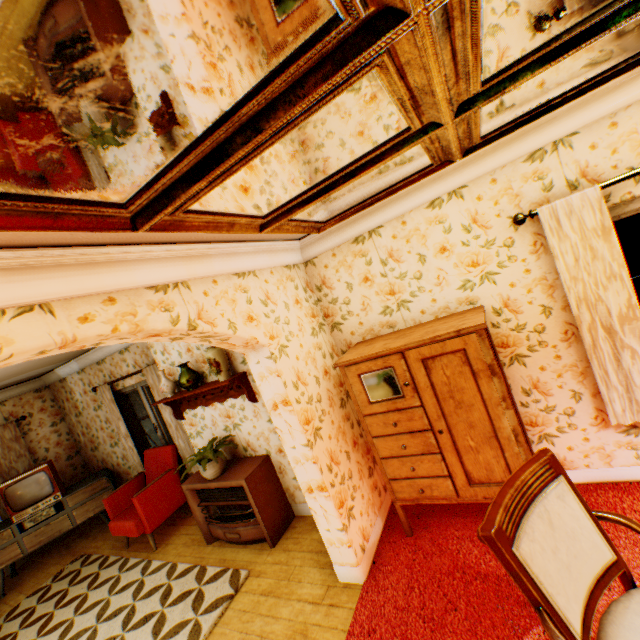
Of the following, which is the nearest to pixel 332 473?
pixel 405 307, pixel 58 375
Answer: pixel 405 307

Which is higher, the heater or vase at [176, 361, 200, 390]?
vase at [176, 361, 200, 390]

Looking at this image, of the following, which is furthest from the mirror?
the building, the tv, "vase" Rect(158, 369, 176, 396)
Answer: the tv

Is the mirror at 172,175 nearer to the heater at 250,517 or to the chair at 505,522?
the chair at 505,522

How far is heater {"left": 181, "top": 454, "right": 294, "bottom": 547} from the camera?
3.8 meters

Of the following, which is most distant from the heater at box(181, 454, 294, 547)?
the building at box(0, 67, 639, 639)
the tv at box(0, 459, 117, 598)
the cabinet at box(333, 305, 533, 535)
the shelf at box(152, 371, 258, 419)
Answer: the tv at box(0, 459, 117, 598)

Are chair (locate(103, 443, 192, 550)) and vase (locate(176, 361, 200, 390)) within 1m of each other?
no

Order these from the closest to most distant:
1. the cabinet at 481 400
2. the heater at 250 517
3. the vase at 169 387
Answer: the cabinet at 481 400
the heater at 250 517
the vase at 169 387
